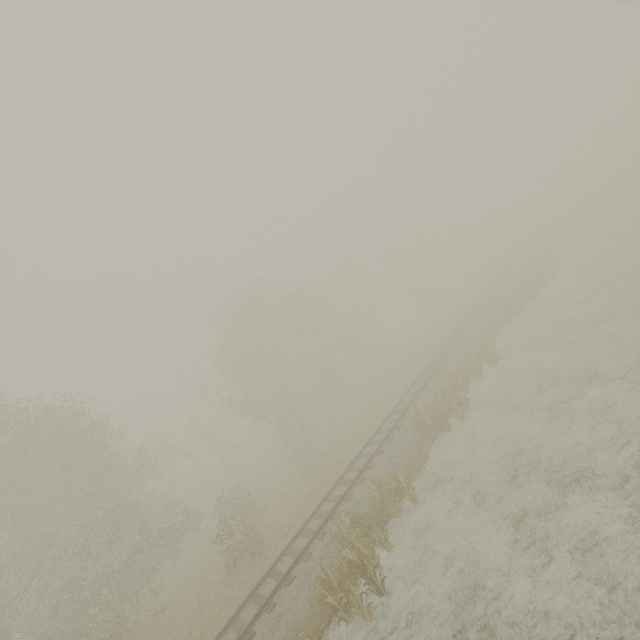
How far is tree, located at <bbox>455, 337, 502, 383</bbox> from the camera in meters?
18.2 m

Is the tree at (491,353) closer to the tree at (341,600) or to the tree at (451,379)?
the tree at (451,379)

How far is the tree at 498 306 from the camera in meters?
23.5

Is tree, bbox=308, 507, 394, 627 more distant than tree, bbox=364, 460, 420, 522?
No

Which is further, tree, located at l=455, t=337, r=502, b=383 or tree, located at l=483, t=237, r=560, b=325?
tree, located at l=483, t=237, r=560, b=325

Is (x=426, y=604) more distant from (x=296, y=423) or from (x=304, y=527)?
(x=296, y=423)

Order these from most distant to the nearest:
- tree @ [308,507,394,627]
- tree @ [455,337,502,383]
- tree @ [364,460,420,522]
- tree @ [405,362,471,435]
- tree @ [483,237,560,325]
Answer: tree @ [483,237,560,325], tree @ [455,337,502,383], tree @ [405,362,471,435], tree @ [364,460,420,522], tree @ [308,507,394,627]

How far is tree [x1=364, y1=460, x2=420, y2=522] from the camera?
12.2m
